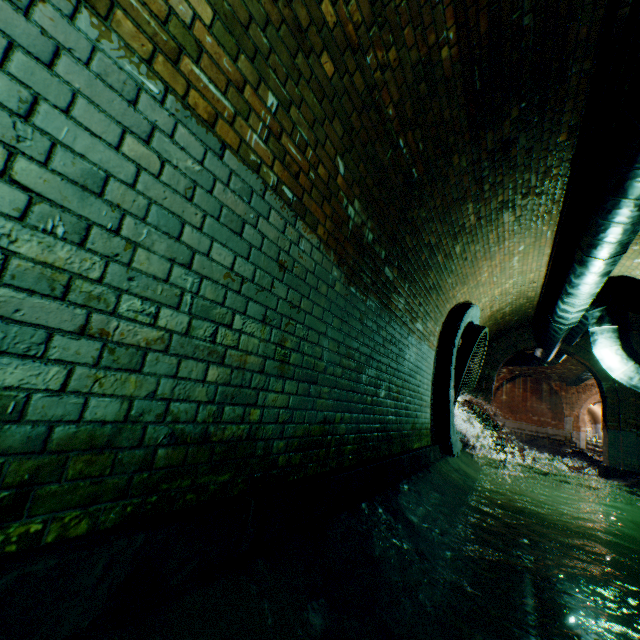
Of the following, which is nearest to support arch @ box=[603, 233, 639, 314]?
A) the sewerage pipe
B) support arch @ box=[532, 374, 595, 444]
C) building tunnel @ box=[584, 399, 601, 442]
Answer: the sewerage pipe

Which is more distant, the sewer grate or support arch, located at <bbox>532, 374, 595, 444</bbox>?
support arch, located at <bbox>532, 374, 595, 444</bbox>

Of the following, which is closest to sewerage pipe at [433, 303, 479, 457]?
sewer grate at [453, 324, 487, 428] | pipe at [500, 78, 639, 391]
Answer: sewer grate at [453, 324, 487, 428]

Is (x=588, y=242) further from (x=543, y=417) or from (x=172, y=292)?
(x=543, y=417)

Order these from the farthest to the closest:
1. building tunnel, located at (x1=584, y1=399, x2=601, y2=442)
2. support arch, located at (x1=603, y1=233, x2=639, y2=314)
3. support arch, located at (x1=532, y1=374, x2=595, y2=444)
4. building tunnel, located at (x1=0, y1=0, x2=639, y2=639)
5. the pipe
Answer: building tunnel, located at (x1=584, y1=399, x2=601, y2=442)
support arch, located at (x1=532, y1=374, x2=595, y2=444)
support arch, located at (x1=603, y1=233, x2=639, y2=314)
the pipe
building tunnel, located at (x1=0, y1=0, x2=639, y2=639)

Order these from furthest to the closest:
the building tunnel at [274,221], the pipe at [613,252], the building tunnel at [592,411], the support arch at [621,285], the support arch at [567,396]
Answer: the building tunnel at [592,411] → the support arch at [567,396] → the support arch at [621,285] → the pipe at [613,252] → the building tunnel at [274,221]

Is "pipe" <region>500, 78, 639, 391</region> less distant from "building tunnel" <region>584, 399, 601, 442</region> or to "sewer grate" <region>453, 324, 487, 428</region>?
"sewer grate" <region>453, 324, 487, 428</region>

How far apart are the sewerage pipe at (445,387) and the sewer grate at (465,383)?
0.0 meters
